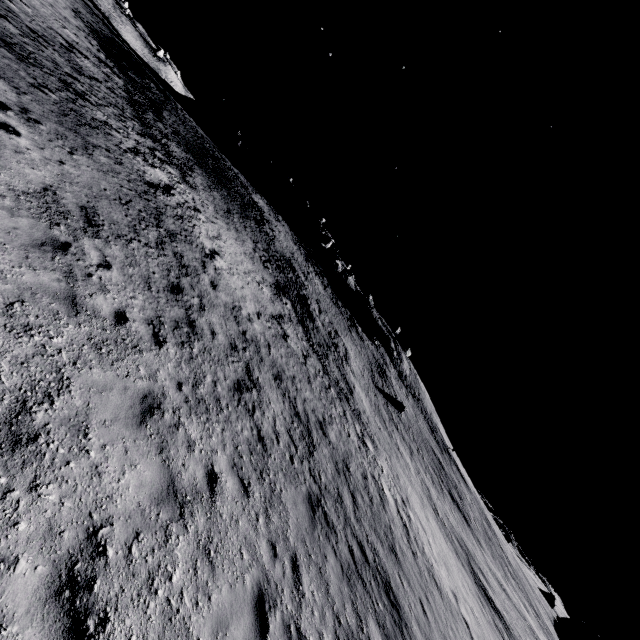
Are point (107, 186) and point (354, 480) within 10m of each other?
no
